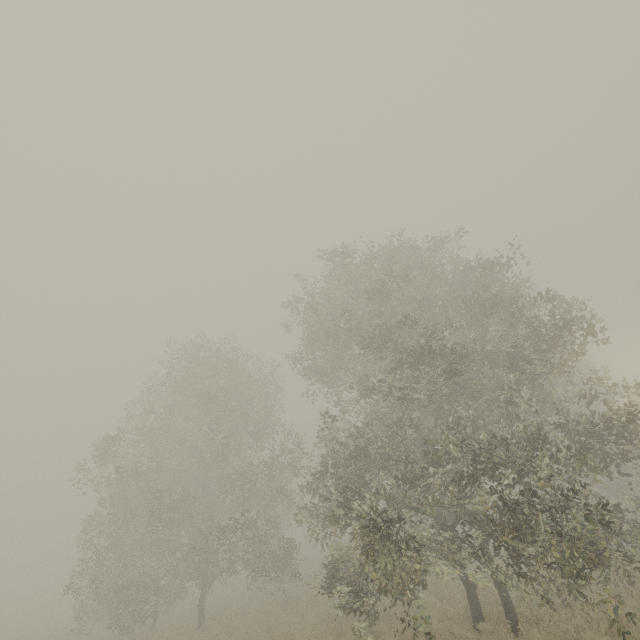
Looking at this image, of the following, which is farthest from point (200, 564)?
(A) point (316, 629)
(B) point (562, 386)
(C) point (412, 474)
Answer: (B) point (562, 386)
